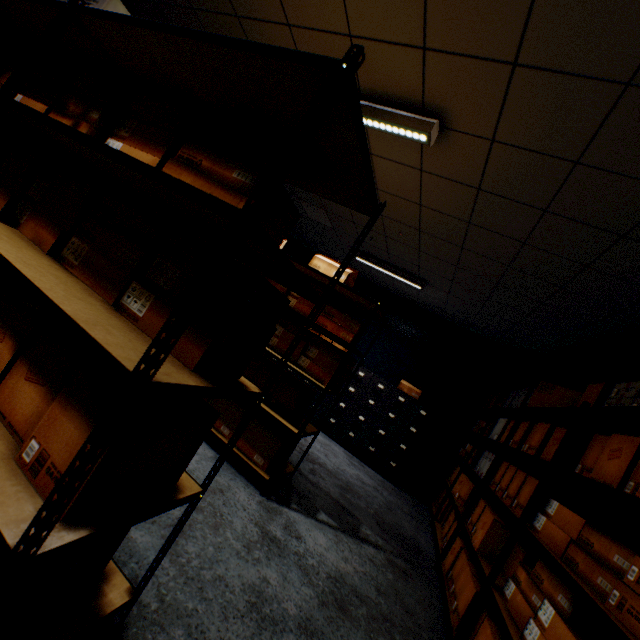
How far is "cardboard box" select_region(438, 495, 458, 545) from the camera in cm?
351

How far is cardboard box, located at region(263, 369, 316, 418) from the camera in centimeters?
281cm

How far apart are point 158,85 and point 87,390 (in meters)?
1.23

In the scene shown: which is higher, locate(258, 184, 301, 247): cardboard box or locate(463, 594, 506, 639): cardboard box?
locate(258, 184, 301, 247): cardboard box

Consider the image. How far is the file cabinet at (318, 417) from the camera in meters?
5.6

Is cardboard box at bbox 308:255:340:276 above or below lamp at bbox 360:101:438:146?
below

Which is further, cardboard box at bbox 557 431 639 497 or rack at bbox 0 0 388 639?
cardboard box at bbox 557 431 639 497

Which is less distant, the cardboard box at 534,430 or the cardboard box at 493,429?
the cardboard box at 534,430
